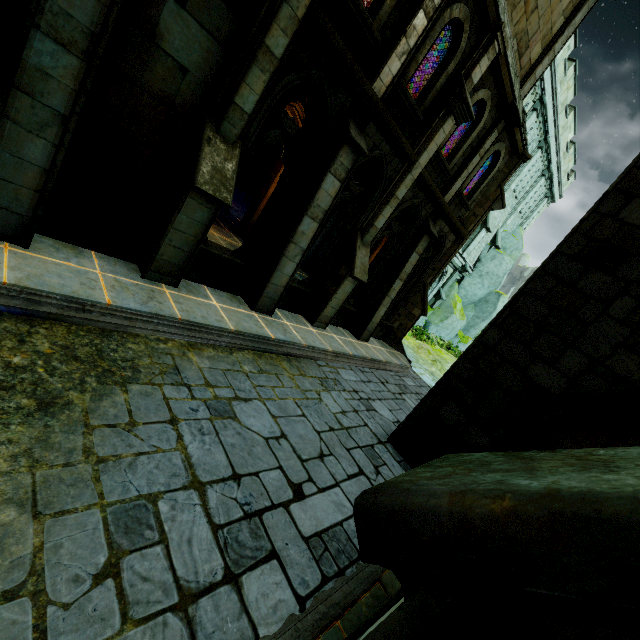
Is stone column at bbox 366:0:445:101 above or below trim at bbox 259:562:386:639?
above

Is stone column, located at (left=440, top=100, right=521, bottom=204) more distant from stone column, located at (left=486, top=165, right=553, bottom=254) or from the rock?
stone column, located at (left=486, top=165, right=553, bottom=254)

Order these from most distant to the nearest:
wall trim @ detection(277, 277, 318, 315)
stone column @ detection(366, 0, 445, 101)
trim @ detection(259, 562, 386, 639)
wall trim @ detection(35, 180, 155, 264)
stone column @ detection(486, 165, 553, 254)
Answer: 1. stone column @ detection(486, 165, 553, 254)
2. wall trim @ detection(277, 277, 318, 315)
3. stone column @ detection(366, 0, 445, 101)
4. wall trim @ detection(35, 180, 155, 264)
5. trim @ detection(259, 562, 386, 639)

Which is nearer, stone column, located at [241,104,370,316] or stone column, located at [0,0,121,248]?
stone column, located at [0,0,121,248]

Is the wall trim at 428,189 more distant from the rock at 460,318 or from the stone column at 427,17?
the rock at 460,318

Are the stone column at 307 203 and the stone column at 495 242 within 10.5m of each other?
no

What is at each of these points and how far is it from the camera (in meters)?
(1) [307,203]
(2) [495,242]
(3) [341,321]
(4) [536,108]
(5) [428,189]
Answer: (1) stone column, 7.34
(2) stone column, 23.36
(3) wall trim, 11.77
(4) stone column, 17.22
(5) wall trim, 9.96

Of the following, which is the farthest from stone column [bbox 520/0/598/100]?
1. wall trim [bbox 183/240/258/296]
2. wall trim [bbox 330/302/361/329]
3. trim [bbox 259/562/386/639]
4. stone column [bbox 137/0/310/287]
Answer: trim [bbox 259/562/386/639]
